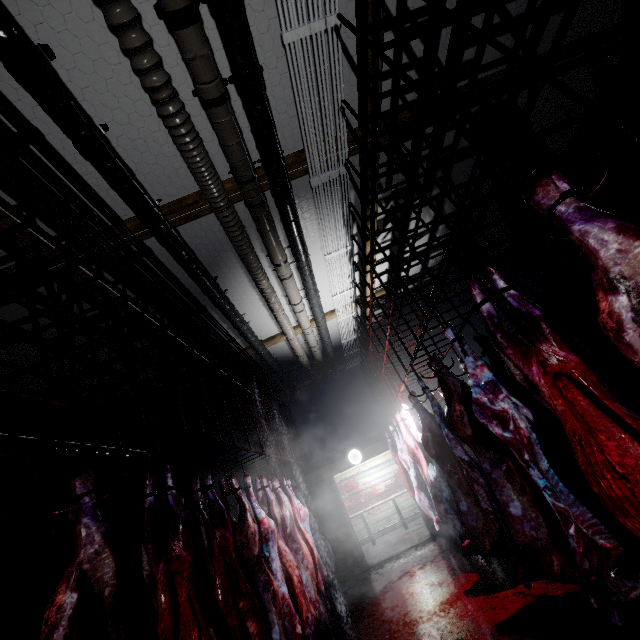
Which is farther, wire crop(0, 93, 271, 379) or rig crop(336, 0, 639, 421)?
wire crop(0, 93, 271, 379)

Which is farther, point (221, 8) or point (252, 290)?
→ point (252, 290)

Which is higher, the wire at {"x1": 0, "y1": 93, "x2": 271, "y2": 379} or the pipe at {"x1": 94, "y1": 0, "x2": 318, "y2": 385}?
the wire at {"x1": 0, "y1": 93, "x2": 271, "y2": 379}

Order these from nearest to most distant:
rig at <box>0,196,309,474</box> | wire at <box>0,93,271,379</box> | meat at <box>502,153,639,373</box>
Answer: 1. meat at <box>502,153,639,373</box>
2. rig at <box>0,196,309,474</box>
3. wire at <box>0,93,271,379</box>

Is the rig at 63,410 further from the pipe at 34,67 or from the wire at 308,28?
the wire at 308,28

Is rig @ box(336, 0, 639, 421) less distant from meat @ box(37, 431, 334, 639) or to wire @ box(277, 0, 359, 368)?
wire @ box(277, 0, 359, 368)

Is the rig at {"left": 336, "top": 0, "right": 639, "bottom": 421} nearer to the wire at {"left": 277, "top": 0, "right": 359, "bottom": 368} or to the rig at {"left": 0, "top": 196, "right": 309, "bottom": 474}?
the wire at {"left": 277, "top": 0, "right": 359, "bottom": 368}

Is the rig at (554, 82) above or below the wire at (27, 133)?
below
